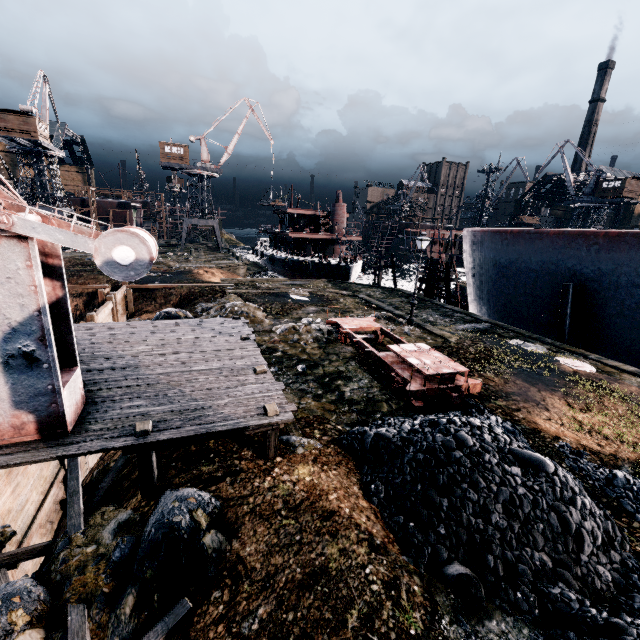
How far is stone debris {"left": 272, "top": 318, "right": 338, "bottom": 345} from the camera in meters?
16.9 m

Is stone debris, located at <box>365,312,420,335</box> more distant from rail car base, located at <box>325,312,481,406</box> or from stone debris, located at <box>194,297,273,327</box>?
stone debris, located at <box>194,297,273,327</box>

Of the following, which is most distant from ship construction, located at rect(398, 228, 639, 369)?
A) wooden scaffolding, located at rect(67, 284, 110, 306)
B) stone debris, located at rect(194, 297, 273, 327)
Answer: wooden scaffolding, located at rect(67, 284, 110, 306)

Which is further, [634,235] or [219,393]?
[634,235]

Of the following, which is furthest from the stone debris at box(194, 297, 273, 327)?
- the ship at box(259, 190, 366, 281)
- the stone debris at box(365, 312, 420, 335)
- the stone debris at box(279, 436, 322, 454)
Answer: the ship at box(259, 190, 366, 281)

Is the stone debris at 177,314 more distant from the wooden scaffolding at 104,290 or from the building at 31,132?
the building at 31,132

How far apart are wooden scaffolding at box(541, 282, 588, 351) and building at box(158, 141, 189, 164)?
55.87m

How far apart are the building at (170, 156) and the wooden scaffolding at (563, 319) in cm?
5587
